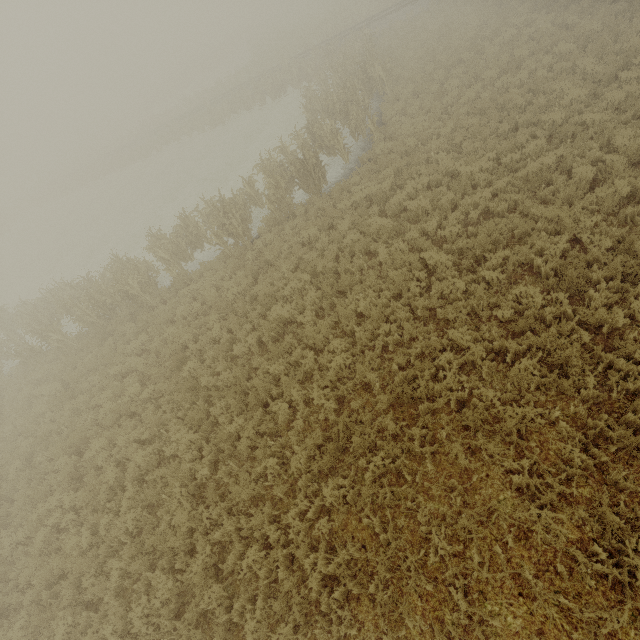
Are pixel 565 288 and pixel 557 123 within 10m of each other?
yes
